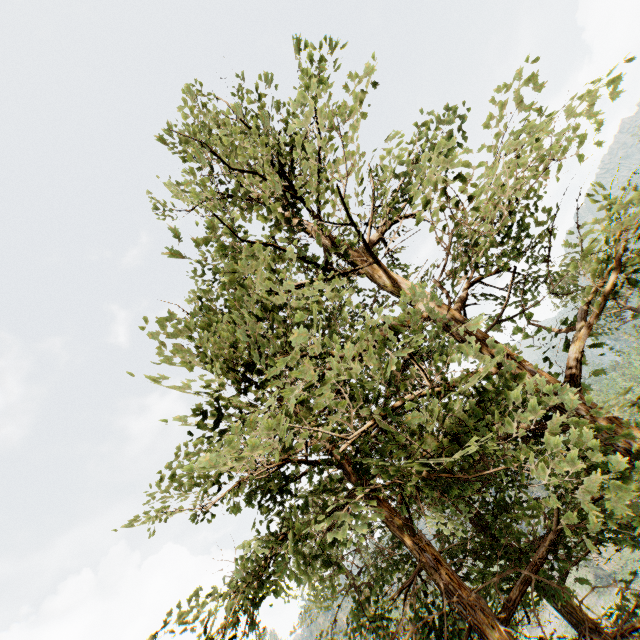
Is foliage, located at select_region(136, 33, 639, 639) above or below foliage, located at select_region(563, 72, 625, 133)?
below

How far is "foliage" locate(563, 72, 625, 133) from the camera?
3.4m

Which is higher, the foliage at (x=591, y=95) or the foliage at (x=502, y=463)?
the foliage at (x=591, y=95)

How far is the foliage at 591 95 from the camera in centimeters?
340cm

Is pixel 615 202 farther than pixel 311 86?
Yes
